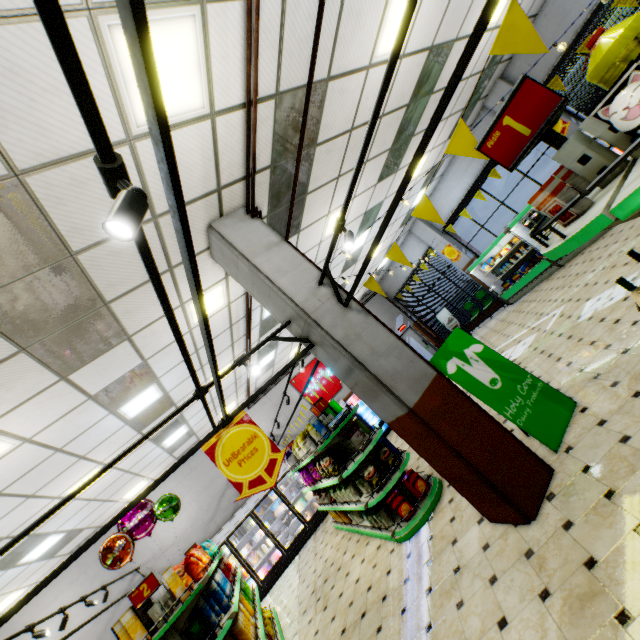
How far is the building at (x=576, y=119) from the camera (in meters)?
8.48

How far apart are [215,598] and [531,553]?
4.4 meters

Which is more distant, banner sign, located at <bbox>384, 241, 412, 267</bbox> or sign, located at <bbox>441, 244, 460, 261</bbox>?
sign, located at <bbox>441, 244, 460, 261</bbox>

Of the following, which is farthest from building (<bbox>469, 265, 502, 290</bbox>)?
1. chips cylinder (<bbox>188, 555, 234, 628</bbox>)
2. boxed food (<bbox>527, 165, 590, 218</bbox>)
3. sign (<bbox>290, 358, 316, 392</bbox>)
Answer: boxed food (<bbox>527, 165, 590, 218</bbox>)

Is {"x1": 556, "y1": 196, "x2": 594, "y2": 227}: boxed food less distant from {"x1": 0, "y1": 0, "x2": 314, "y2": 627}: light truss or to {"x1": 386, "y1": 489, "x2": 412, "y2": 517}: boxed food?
{"x1": 0, "y1": 0, "x2": 314, "y2": 627}: light truss

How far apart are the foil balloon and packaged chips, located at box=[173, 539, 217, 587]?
1.0 meters

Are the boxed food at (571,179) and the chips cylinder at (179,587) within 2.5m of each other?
no
